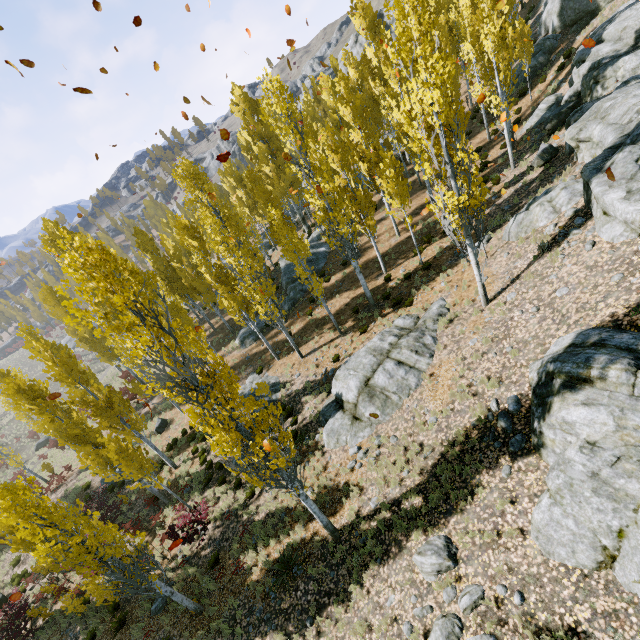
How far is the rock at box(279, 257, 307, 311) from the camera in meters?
25.8 m

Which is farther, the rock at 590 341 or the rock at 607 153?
the rock at 607 153

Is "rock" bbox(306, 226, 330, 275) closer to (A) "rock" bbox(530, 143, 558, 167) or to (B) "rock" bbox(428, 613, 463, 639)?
(B) "rock" bbox(428, 613, 463, 639)

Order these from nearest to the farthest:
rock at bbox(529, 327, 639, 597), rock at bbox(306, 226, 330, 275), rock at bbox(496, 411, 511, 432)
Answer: rock at bbox(529, 327, 639, 597), rock at bbox(496, 411, 511, 432), rock at bbox(306, 226, 330, 275)

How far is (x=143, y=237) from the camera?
26.6 meters

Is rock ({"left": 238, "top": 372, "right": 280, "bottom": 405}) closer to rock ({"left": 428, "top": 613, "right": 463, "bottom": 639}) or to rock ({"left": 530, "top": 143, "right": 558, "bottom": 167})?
rock ({"left": 428, "top": 613, "right": 463, "bottom": 639})

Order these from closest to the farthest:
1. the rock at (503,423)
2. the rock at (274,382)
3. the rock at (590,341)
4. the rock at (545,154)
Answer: the rock at (590,341), the rock at (503,423), the rock at (545,154), the rock at (274,382)

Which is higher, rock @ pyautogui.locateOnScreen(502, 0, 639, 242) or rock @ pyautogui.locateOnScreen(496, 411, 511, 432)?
rock @ pyautogui.locateOnScreen(502, 0, 639, 242)
